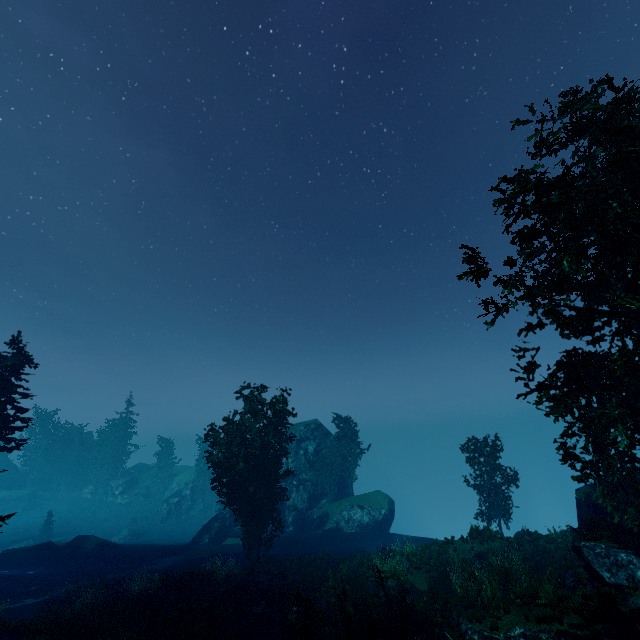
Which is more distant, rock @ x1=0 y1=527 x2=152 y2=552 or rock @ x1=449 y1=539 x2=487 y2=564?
rock @ x1=0 y1=527 x2=152 y2=552

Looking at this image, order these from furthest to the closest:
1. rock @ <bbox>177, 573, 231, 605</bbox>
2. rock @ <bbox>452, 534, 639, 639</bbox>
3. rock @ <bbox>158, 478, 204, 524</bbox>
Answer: rock @ <bbox>158, 478, 204, 524</bbox> → rock @ <bbox>177, 573, 231, 605</bbox> → rock @ <bbox>452, 534, 639, 639</bbox>

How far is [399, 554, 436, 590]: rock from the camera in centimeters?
1808cm

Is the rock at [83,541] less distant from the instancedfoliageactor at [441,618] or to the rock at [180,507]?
the instancedfoliageactor at [441,618]

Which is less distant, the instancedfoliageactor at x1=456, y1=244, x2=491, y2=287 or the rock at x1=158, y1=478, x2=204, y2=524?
the instancedfoliageactor at x1=456, y1=244, x2=491, y2=287

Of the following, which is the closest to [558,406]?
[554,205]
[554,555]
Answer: [554,205]

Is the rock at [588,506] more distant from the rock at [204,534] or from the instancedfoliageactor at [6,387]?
the rock at [204,534]

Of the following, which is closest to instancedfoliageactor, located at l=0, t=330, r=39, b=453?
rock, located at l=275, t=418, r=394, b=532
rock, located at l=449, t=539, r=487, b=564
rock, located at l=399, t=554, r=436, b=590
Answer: rock, located at l=275, t=418, r=394, b=532
